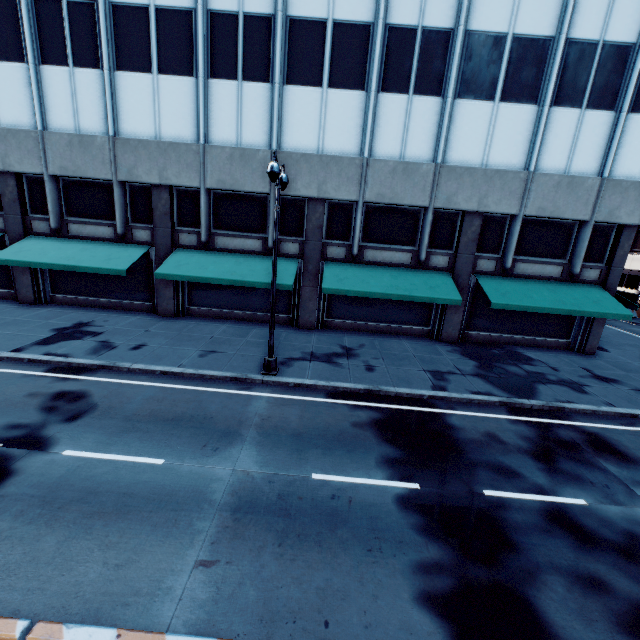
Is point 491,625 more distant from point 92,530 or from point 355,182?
point 355,182

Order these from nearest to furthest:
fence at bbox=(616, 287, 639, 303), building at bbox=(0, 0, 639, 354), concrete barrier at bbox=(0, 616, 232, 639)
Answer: concrete barrier at bbox=(0, 616, 232, 639) < building at bbox=(0, 0, 639, 354) < fence at bbox=(616, 287, 639, 303)

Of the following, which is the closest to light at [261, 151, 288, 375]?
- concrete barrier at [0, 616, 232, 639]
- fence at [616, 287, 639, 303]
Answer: concrete barrier at [0, 616, 232, 639]

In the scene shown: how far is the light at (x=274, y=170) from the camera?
9.5 meters

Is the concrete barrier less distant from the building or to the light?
the light

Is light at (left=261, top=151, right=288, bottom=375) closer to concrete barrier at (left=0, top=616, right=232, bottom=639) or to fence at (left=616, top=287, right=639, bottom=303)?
concrete barrier at (left=0, top=616, right=232, bottom=639)

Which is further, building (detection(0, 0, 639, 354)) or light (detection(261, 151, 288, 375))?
building (detection(0, 0, 639, 354))

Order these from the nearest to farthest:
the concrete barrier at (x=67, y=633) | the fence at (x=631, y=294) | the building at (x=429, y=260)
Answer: the concrete barrier at (x=67, y=633)
the building at (x=429, y=260)
the fence at (x=631, y=294)
